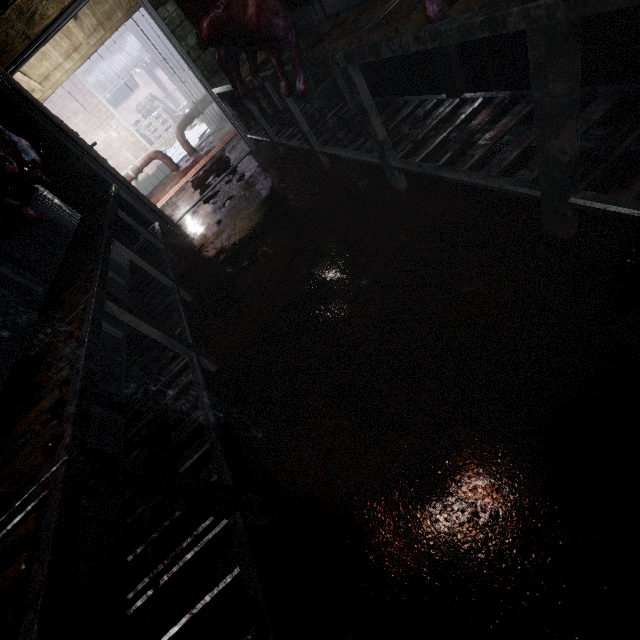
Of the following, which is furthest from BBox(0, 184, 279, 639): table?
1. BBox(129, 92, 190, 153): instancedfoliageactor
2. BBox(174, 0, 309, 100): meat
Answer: BBox(129, 92, 190, 153): instancedfoliageactor

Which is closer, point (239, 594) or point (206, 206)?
point (239, 594)

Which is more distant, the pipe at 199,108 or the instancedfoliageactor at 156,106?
the instancedfoliageactor at 156,106

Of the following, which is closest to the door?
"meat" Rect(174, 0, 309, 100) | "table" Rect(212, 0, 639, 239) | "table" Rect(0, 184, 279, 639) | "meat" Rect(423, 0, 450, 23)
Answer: "table" Rect(212, 0, 639, 239)

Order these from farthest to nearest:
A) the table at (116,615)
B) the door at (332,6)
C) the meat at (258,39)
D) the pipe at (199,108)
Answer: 1. the pipe at (199,108)
2. the door at (332,6)
3. the meat at (258,39)
4. the table at (116,615)

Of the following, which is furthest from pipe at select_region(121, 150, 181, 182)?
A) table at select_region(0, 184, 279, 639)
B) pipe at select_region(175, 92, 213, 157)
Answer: table at select_region(0, 184, 279, 639)

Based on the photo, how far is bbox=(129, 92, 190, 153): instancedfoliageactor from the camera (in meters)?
10.50

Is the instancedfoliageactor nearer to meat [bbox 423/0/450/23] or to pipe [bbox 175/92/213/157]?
pipe [bbox 175/92/213/157]
